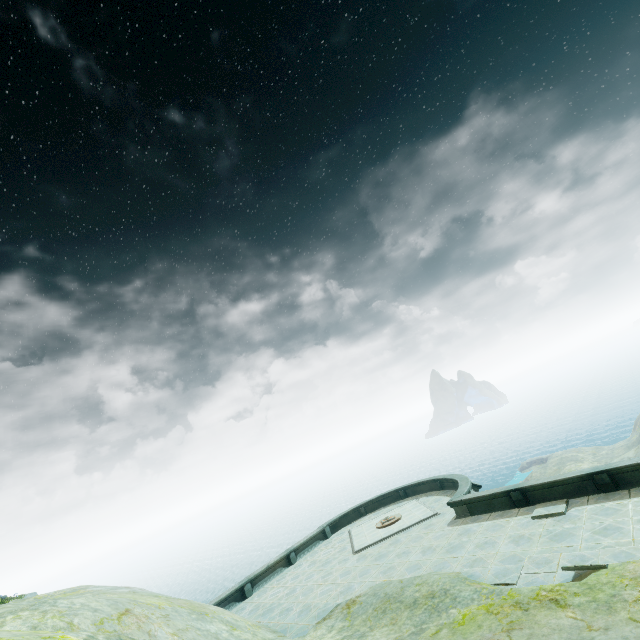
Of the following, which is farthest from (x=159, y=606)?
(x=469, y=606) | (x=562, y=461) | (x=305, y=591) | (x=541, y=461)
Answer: (x=541, y=461)
